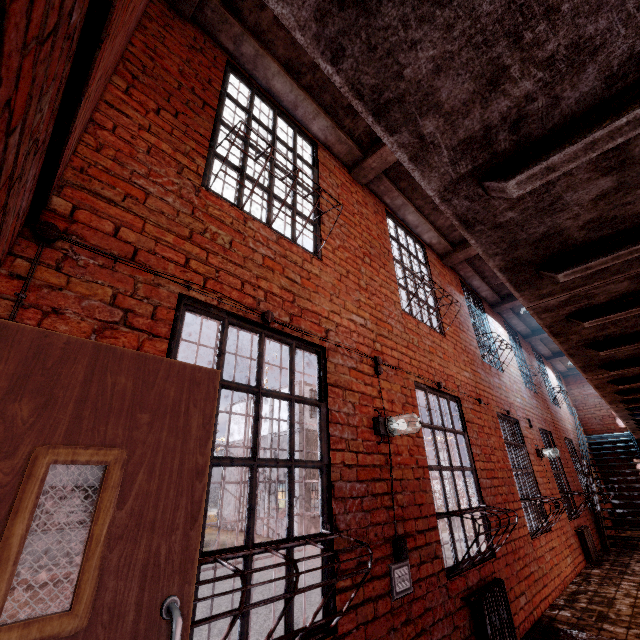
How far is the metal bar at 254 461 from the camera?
2.0 meters

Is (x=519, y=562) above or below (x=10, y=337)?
below

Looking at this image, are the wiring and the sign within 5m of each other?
yes

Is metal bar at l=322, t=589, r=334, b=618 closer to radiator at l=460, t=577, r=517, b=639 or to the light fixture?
the light fixture

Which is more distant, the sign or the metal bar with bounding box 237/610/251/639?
the sign

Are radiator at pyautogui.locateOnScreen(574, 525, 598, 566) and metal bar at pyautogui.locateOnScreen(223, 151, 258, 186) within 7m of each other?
no

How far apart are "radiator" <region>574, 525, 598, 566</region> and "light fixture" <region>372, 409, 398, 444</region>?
7.1 meters

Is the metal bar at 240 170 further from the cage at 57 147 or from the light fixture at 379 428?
the light fixture at 379 428
